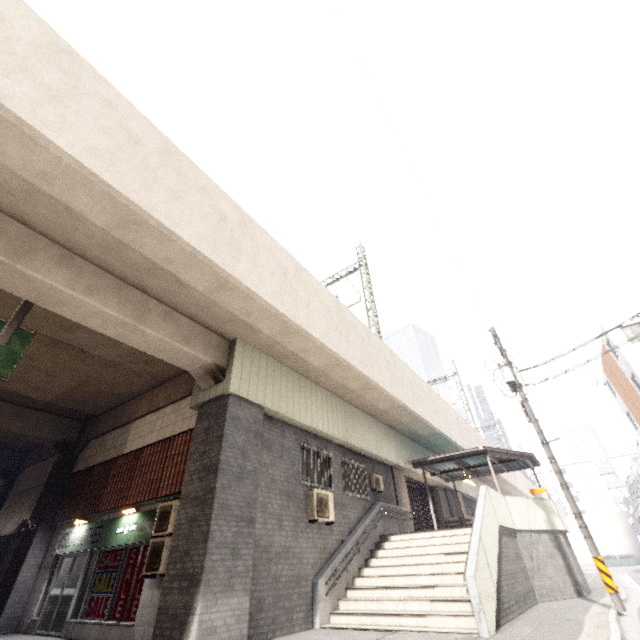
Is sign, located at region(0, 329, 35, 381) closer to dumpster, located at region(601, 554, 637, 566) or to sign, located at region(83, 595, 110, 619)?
sign, located at region(83, 595, 110, 619)

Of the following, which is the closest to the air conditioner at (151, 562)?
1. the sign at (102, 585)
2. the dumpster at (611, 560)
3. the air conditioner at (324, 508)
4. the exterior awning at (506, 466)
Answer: the sign at (102, 585)

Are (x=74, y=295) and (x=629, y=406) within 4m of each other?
no

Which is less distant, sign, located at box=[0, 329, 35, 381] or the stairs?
sign, located at box=[0, 329, 35, 381]

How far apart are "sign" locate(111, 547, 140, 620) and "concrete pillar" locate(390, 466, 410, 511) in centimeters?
1072cm

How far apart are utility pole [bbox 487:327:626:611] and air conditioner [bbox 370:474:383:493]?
6.37m

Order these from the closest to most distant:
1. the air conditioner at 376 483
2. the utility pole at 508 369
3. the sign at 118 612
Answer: the sign at 118 612 < the utility pole at 508 369 < the air conditioner at 376 483

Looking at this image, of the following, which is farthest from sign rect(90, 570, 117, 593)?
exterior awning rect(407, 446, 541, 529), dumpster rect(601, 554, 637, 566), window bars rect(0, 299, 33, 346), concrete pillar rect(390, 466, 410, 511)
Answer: dumpster rect(601, 554, 637, 566)
